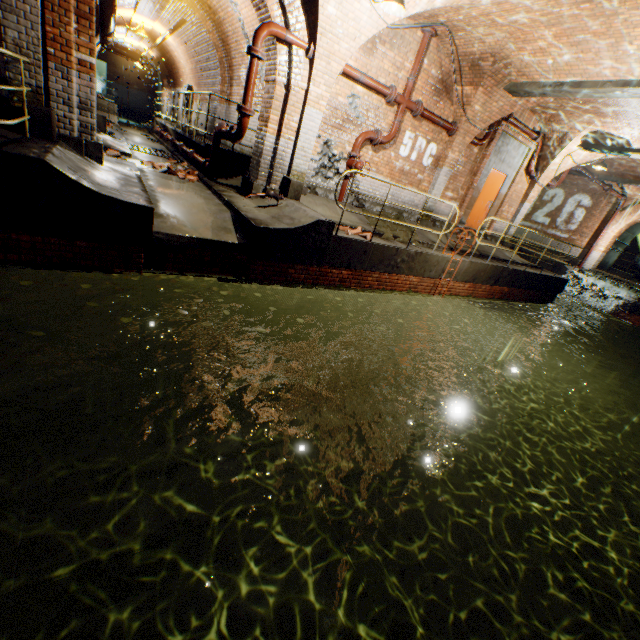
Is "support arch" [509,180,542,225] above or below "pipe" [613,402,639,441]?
above

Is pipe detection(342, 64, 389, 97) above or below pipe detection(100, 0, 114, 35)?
below

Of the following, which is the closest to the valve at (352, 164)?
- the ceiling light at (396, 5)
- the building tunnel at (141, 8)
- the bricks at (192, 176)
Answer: the building tunnel at (141, 8)

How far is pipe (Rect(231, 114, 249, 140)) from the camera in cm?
675

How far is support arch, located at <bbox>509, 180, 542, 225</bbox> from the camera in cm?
1270

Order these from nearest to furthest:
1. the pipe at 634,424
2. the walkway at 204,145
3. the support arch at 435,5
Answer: the support arch at 435,5, the walkway at 204,145, the pipe at 634,424

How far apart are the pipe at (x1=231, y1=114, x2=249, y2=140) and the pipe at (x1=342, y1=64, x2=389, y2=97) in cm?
236

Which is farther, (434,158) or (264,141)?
(434,158)
